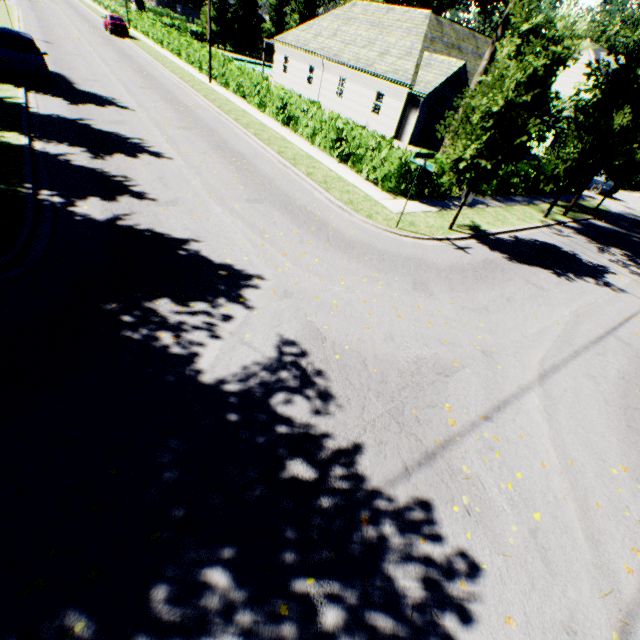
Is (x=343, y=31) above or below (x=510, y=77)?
above

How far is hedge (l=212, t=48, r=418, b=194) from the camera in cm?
1373

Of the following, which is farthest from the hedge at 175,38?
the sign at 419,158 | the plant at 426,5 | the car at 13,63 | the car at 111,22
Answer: the sign at 419,158

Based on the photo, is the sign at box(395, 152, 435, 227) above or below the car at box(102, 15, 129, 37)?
above

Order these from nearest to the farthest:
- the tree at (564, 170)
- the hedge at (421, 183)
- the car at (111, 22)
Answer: the tree at (564, 170), the hedge at (421, 183), the car at (111, 22)

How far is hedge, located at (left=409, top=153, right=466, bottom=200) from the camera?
13.50m

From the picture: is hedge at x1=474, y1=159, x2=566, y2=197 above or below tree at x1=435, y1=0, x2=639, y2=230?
below

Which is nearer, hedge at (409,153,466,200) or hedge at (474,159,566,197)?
hedge at (409,153,466,200)
